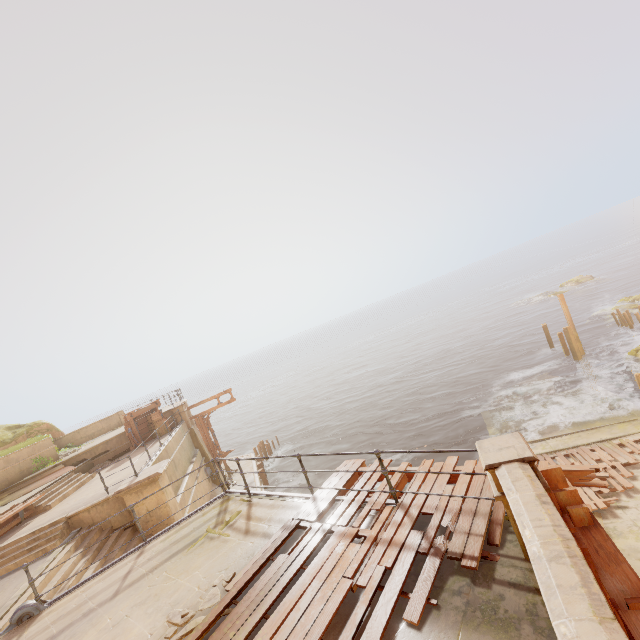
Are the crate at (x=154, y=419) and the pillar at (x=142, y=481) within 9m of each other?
yes

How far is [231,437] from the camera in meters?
48.4

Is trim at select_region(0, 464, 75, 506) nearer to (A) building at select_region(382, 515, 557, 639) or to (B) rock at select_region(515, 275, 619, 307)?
(A) building at select_region(382, 515, 557, 639)

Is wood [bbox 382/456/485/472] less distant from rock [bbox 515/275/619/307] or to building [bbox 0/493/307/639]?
building [bbox 0/493/307/639]

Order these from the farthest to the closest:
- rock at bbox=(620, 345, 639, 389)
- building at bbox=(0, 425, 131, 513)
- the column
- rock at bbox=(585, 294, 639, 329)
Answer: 1. rock at bbox=(585, 294, 639, 329)
2. rock at bbox=(620, 345, 639, 389)
3. building at bbox=(0, 425, 131, 513)
4. the column

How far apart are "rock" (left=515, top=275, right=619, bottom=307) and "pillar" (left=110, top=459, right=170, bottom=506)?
57.7 meters

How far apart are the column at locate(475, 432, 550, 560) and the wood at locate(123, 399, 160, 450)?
19.9m

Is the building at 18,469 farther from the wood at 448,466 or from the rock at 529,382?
the rock at 529,382
